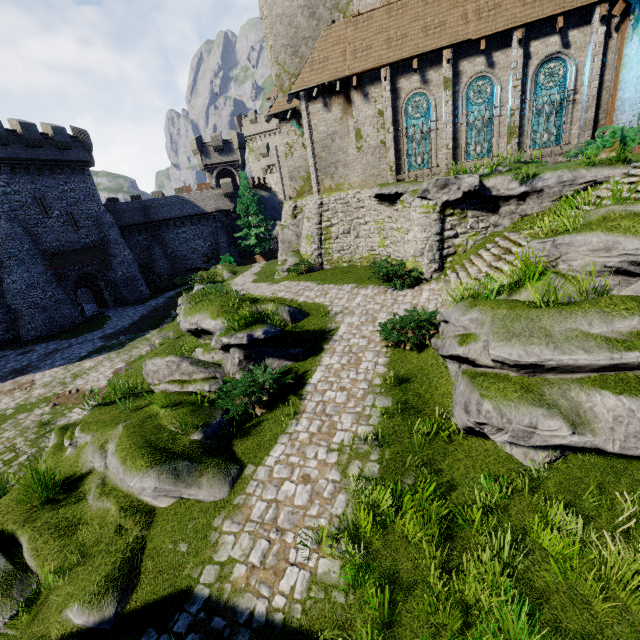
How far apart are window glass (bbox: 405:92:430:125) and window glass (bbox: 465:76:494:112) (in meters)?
1.54

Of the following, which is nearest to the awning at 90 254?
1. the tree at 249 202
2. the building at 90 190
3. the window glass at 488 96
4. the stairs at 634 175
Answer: the building at 90 190

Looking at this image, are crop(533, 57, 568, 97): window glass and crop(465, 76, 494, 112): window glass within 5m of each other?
yes

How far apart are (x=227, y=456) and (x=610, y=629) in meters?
6.3 m

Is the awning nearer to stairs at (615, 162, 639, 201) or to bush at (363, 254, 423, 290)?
bush at (363, 254, 423, 290)

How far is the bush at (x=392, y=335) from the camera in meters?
9.3 m

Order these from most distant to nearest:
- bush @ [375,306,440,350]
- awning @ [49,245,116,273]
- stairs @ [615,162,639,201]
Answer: awning @ [49,245,116,273], stairs @ [615,162,639,201], bush @ [375,306,440,350]

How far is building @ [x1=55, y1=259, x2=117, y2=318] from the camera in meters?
30.3 m
